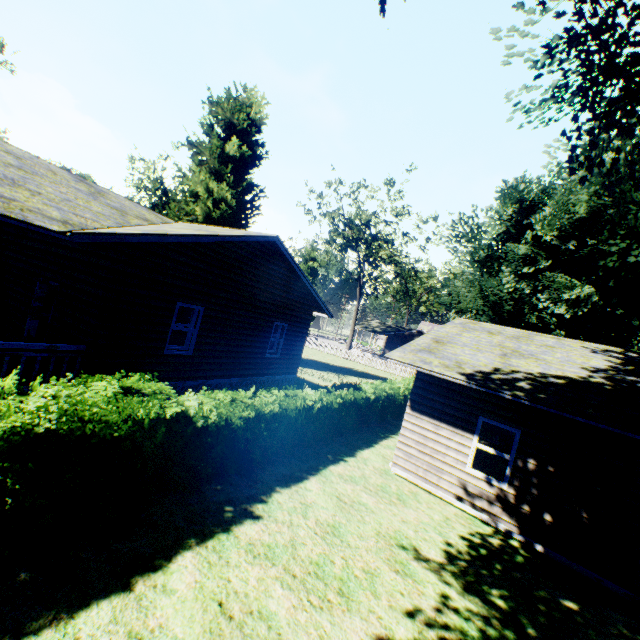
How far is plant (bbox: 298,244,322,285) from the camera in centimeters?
5259cm

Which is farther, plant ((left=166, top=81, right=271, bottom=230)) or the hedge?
plant ((left=166, top=81, right=271, bottom=230))

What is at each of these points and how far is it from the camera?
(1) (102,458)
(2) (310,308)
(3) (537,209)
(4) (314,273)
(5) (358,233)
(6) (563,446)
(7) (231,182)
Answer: (1) hedge, 6.00m
(2) house, 16.28m
(3) plant, 20.61m
(4) plant, 53.97m
(5) tree, 42.56m
(6) house, 7.90m
(7) plant, 23.53m

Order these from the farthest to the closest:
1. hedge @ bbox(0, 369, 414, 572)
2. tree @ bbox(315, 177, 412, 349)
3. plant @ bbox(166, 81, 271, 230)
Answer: tree @ bbox(315, 177, 412, 349) < plant @ bbox(166, 81, 271, 230) < hedge @ bbox(0, 369, 414, 572)

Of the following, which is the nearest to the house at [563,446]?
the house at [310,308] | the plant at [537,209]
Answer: the plant at [537,209]

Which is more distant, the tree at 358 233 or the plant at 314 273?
the plant at 314 273

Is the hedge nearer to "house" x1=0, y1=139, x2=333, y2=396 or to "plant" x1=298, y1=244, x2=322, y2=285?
"plant" x1=298, y1=244, x2=322, y2=285
